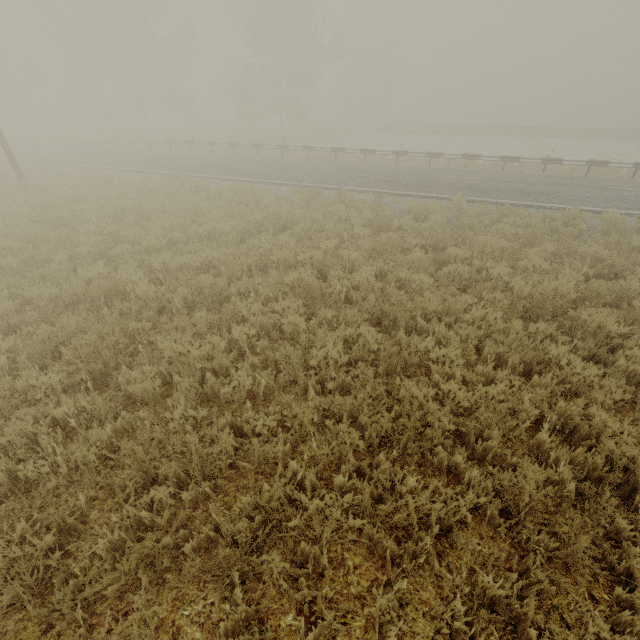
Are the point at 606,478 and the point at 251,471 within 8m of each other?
yes
